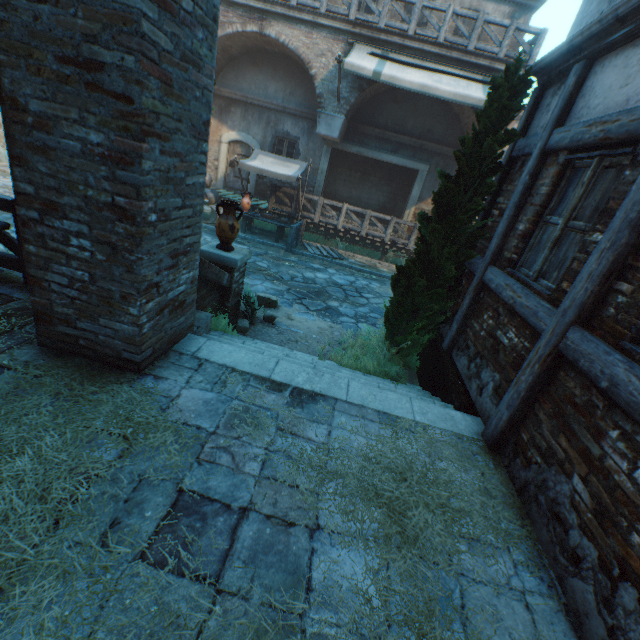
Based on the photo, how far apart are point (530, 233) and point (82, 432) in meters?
4.8

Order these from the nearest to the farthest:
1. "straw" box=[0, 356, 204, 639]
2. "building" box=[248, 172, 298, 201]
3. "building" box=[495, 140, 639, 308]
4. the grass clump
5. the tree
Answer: "straw" box=[0, 356, 204, 639]
"building" box=[495, 140, 639, 308]
the tree
the grass clump
"building" box=[248, 172, 298, 201]

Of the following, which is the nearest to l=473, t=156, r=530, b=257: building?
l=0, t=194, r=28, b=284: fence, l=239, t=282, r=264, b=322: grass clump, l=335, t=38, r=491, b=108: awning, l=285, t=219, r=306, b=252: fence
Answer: l=335, t=38, r=491, b=108: awning

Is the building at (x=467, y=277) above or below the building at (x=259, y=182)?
above

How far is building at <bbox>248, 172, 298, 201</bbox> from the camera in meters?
14.8

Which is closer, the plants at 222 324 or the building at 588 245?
the building at 588 245

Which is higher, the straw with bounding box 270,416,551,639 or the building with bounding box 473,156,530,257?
the building with bounding box 473,156,530,257

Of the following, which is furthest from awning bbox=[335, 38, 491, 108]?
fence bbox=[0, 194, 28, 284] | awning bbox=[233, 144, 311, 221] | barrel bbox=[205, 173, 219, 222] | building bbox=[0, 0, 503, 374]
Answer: fence bbox=[0, 194, 28, 284]
